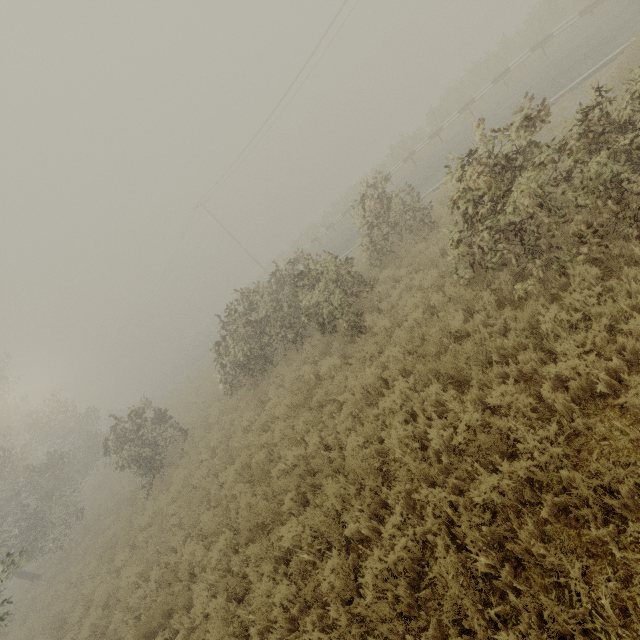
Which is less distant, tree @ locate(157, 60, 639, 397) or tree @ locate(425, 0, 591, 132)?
tree @ locate(157, 60, 639, 397)

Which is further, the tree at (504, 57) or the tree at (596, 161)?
the tree at (504, 57)

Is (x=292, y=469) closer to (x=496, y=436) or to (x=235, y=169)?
(x=496, y=436)
